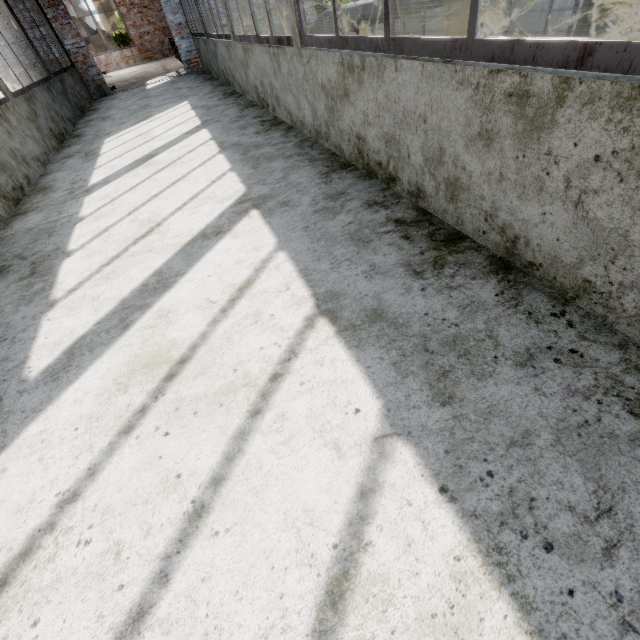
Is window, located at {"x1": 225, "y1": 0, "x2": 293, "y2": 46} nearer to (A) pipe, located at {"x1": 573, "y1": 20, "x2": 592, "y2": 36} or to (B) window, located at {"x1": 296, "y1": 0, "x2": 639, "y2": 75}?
(B) window, located at {"x1": 296, "y1": 0, "x2": 639, "y2": 75}

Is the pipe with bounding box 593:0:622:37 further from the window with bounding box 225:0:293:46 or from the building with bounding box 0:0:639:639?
the window with bounding box 225:0:293:46

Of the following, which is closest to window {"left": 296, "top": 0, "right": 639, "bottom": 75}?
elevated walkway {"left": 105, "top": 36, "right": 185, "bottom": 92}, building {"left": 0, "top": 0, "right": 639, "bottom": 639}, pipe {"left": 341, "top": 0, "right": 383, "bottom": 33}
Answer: building {"left": 0, "top": 0, "right": 639, "bottom": 639}

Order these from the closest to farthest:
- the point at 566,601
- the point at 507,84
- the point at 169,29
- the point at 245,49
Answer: the point at 566,601
the point at 507,84
the point at 245,49
the point at 169,29

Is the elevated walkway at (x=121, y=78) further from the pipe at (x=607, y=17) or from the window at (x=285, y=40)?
the window at (x=285, y=40)

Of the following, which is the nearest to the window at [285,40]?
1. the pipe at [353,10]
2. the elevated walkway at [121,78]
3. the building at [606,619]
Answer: the building at [606,619]

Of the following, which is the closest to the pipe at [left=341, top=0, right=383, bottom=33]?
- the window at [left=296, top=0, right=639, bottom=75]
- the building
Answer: the building

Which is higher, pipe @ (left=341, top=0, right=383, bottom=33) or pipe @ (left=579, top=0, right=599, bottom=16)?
pipe @ (left=341, top=0, right=383, bottom=33)
